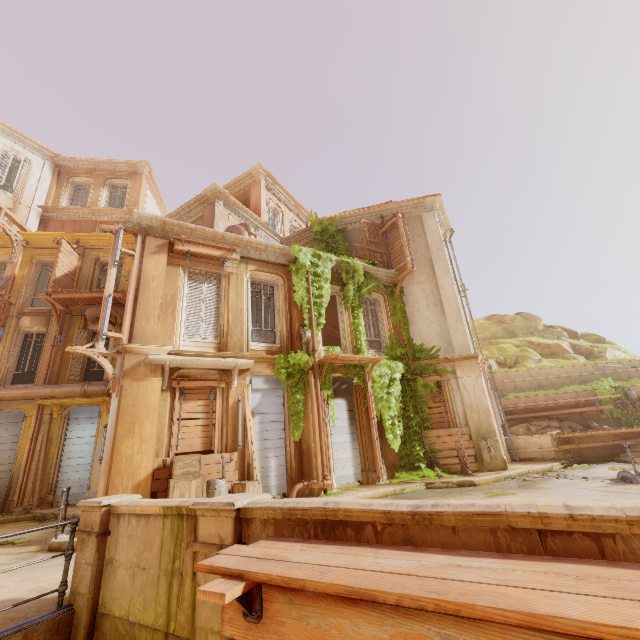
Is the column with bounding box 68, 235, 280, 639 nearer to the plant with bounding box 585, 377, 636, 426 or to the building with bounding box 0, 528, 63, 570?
the building with bounding box 0, 528, 63, 570

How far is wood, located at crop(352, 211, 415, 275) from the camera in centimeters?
1528cm

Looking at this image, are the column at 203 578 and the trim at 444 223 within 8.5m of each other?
no

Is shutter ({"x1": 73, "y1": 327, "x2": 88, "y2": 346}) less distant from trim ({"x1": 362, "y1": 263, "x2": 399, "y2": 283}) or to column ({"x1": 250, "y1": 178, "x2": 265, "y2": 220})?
column ({"x1": 250, "y1": 178, "x2": 265, "y2": 220})

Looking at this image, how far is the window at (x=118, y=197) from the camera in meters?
20.7

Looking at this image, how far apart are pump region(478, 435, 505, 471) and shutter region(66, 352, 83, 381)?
17.71m

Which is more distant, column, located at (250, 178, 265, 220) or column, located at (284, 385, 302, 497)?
column, located at (250, 178, 265, 220)

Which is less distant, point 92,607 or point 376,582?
point 376,582
